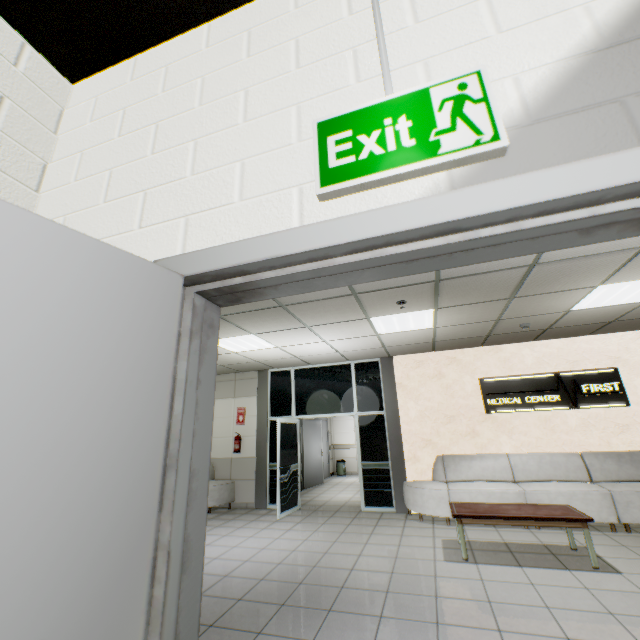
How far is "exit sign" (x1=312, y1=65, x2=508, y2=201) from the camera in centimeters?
78cm

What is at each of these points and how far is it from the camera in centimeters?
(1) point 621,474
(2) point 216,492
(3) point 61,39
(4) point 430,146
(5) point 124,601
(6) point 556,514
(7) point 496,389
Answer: (1) sofa, 554cm
(2) sofa, 742cm
(3) stairs, 143cm
(4) exit sign, 81cm
(5) door, 63cm
(6) table, 409cm
(7) sign, 674cm

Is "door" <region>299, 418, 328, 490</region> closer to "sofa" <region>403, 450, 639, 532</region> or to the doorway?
the doorway

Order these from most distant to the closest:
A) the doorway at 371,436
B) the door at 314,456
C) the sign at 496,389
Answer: the door at 314,456 → the doorway at 371,436 → the sign at 496,389

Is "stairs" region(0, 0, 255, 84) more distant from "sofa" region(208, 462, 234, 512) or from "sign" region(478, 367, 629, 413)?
"sign" region(478, 367, 629, 413)

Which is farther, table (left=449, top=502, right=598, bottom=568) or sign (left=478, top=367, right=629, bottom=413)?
sign (left=478, top=367, right=629, bottom=413)

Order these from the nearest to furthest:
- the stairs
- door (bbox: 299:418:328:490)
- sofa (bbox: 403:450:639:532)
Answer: the stairs → sofa (bbox: 403:450:639:532) → door (bbox: 299:418:328:490)

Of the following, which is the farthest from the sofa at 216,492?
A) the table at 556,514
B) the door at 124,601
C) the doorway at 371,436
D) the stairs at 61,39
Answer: the door at 124,601
